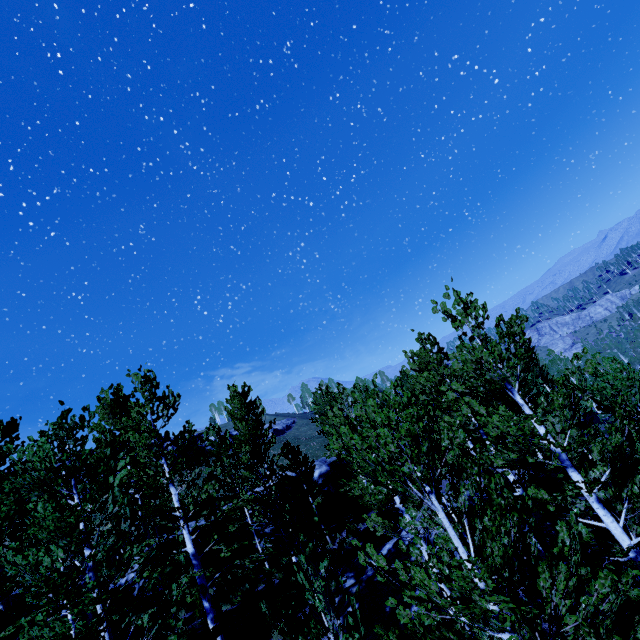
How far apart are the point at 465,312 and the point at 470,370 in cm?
204

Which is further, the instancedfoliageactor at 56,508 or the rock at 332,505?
the rock at 332,505

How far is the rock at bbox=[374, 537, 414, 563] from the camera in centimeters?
1315cm

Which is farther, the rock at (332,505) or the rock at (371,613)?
the rock at (332,505)

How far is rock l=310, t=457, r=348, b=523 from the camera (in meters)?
21.22

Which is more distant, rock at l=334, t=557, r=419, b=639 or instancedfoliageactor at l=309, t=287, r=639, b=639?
rock at l=334, t=557, r=419, b=639

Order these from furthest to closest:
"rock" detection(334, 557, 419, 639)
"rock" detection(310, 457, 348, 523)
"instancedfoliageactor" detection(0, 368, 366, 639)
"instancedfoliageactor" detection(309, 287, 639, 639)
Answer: "rock" detection(310, 457, 348, 523) < "rock" detection(334, 557, 419, 639) < "instancedfoliageactor" detection(0, 368, 366, 639) < "instancedfoliageactor" detection(309, 287, 639, 639)

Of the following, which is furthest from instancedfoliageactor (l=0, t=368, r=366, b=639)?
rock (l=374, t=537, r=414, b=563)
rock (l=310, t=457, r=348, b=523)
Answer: rock (l=374, t=537, r=414, b=563)
